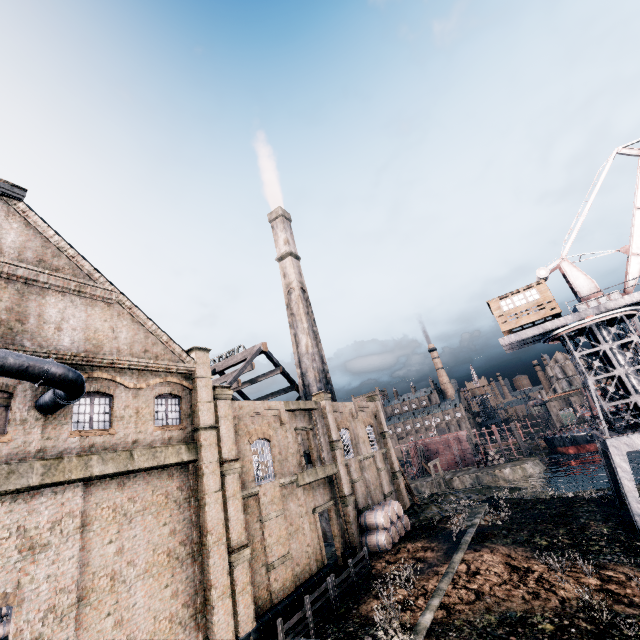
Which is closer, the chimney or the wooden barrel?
the wooden barrel

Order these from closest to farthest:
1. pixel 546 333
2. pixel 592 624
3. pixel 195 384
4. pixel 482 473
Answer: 1. pixel 592 624
2. pixel 195 384
3. pixel 546 333
4. pixel 482 473

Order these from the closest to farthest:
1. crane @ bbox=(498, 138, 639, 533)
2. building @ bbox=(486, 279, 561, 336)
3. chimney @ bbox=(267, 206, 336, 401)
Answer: crane @ bbox=(498, 138, 639, 533), building @ bbox=(486, 279, 561, 336), chimney @ bbox=(267, 206, 336, 401)

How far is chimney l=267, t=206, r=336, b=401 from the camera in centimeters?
3975cm

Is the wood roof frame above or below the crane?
above

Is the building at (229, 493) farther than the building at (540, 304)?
No

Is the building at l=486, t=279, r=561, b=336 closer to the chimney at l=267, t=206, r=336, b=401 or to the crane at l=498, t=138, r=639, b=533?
the crane at l=498, t=138, r=639, b=533

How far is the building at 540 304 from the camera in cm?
2680
